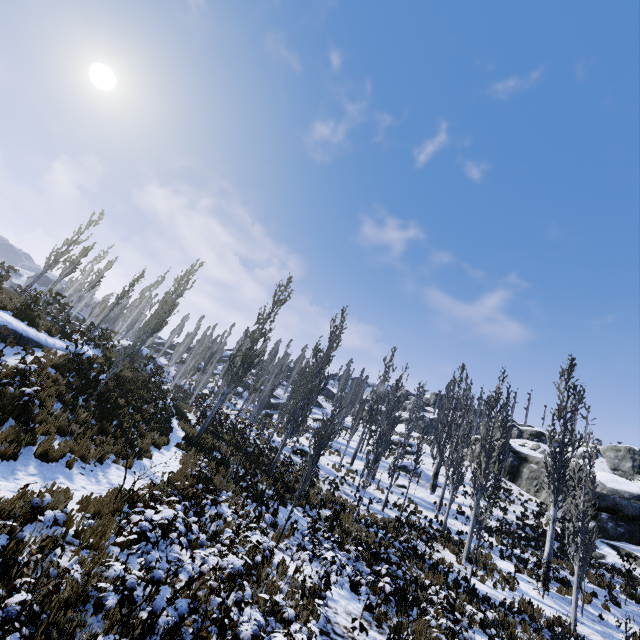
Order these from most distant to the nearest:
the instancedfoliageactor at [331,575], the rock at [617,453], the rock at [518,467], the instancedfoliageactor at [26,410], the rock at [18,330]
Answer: the rock at [518,467], the rock at [617,453], the rock at [18,330], the instancedfoliageactor at [331,575], the instancedfoliageactor at [26,410]

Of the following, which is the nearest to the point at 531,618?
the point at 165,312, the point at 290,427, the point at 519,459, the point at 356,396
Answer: the point at 290,427

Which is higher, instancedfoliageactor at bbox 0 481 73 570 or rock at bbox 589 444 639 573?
rock at bbox 589 444 639 573

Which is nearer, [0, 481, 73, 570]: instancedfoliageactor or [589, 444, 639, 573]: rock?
[0, 481, 73, 570]: instancedfoliageactor

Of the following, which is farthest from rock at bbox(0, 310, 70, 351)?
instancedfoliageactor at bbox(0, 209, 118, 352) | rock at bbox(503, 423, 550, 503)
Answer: rock at bbox(503, 423, 550, 503)

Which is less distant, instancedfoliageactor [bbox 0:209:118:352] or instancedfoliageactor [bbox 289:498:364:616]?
instancedfoliageactor [bbox 289:498:364:616]

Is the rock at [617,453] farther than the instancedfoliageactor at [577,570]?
Yes
